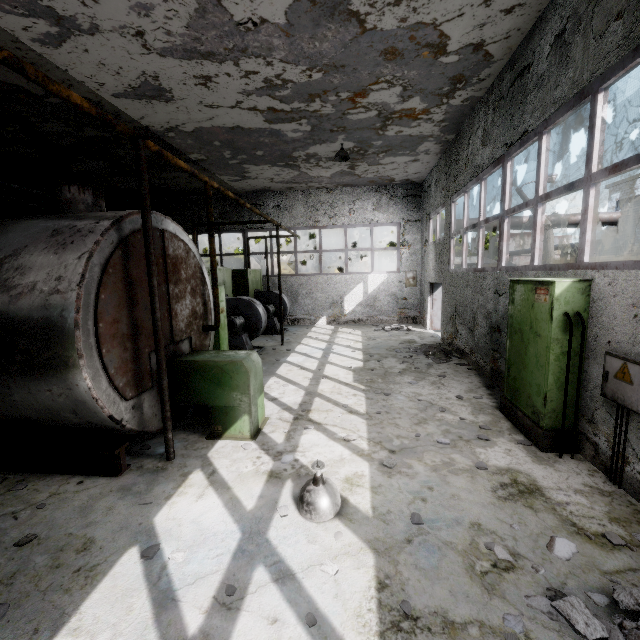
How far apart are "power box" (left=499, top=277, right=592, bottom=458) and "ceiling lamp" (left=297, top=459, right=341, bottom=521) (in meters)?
3.07

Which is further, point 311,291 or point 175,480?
point 311,291

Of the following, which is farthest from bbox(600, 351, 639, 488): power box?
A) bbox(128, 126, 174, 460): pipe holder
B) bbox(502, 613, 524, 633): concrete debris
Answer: bbox(128, 126, 174, 460): pipe holder

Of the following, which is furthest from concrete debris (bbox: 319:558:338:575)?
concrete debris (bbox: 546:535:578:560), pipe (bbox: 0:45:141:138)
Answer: pipe (bbox: 0:45:141:138)

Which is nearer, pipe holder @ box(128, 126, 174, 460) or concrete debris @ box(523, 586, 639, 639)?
concrete debris @ box(523, 586, 639, 639)

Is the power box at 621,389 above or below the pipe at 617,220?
below

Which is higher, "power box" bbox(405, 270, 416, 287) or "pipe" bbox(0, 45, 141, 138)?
"pipe" bbox(0, 45, 141, 138)

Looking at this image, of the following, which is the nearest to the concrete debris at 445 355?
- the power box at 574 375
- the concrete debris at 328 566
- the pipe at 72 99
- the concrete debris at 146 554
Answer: the power box at 574 375
